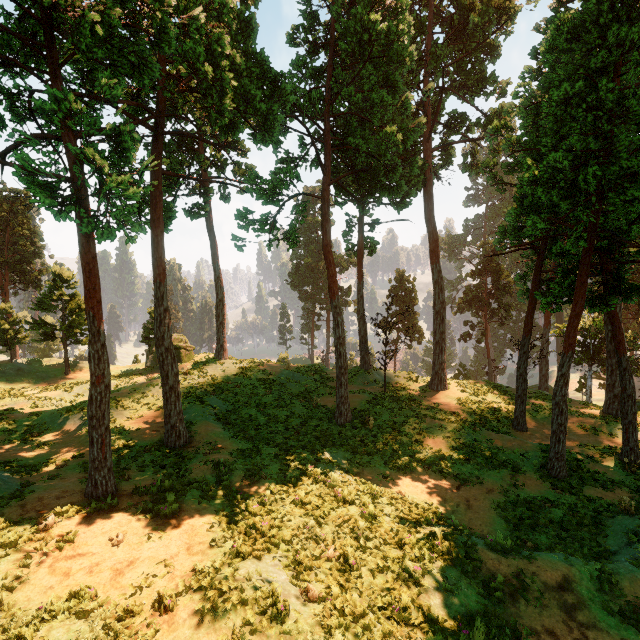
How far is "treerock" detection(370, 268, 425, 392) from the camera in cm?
2423

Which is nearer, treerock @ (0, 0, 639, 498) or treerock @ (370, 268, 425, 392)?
treerock @ (0, 0, 639, 498)

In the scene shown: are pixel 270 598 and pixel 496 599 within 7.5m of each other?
yes

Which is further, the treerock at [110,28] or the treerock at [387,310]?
the treerock at [387,310]

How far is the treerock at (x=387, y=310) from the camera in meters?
A: 24.2
